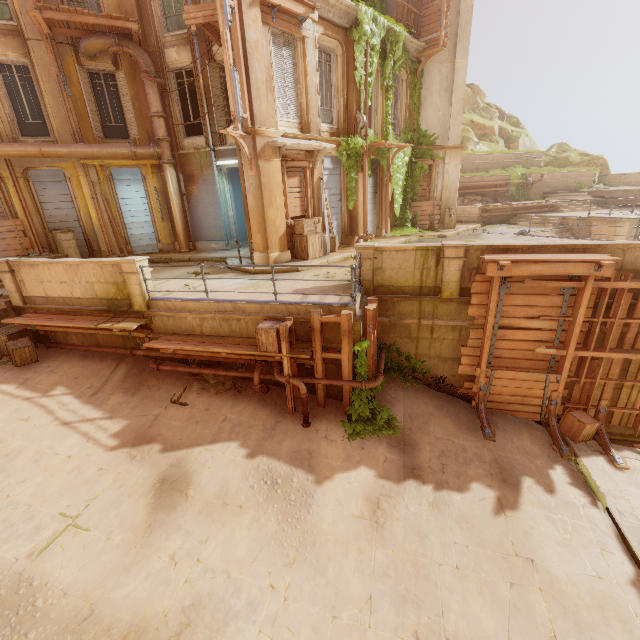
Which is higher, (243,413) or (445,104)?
(445,104)

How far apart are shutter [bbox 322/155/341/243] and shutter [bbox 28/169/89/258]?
11.16m

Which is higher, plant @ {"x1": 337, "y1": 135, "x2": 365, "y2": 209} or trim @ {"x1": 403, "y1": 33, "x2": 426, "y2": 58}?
trim @ {"x1": 403, "y1": 33, "x2": 426, "y2": 58}

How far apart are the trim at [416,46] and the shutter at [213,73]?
8.17m

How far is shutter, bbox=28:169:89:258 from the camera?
13.7m

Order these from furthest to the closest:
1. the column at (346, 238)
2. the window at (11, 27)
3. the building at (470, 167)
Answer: the building at (470, 167), the column at (346, 238), the window at (11, 27)

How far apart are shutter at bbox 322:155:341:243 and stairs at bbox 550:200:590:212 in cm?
1660

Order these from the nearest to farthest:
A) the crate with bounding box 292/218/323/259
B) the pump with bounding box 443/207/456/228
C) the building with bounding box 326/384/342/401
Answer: the building with bounding box 326/384/342/401, the crate with bounding box 292/218/323/259, the pump with bounding box 443/207/456/228
